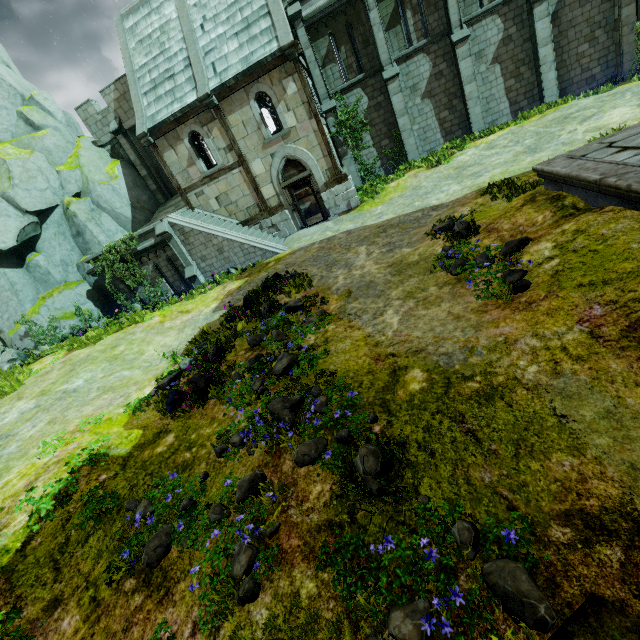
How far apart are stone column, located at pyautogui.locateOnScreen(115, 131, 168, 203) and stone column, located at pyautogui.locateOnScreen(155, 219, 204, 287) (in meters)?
7.85

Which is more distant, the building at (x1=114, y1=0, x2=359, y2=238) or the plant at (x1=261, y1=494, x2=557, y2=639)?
the building at (x1=114, y1=0, x2=359, y2=238)

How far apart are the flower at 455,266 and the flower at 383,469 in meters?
2.8 m

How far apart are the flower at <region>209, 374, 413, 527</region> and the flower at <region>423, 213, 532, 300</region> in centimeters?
278cm

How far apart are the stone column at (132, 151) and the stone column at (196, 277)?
7.9 meters

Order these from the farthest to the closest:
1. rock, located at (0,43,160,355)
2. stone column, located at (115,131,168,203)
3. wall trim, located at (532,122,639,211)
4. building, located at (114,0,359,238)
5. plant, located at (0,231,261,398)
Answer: stone column, located at (115,131,168,203)
rock, located at (0,43,160,355)
building, located at (114,0,359,238)
plant, located at (0,231,261,398)
wall trim, located at (532,122,639,211)

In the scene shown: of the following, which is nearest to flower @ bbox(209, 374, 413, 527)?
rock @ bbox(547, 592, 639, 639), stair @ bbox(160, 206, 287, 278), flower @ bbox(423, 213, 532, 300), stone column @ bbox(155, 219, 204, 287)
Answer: rock @ bbox(547, 592, 639, 639)

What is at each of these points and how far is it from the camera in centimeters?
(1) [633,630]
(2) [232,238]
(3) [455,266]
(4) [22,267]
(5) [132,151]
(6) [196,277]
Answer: (1) rock, 222cm
(2) stair, 1599cm
(3) flower, 714cm
(4) rock, 1789cm
(5) stone column, 2088cm
(6) stone column, 1670cm
